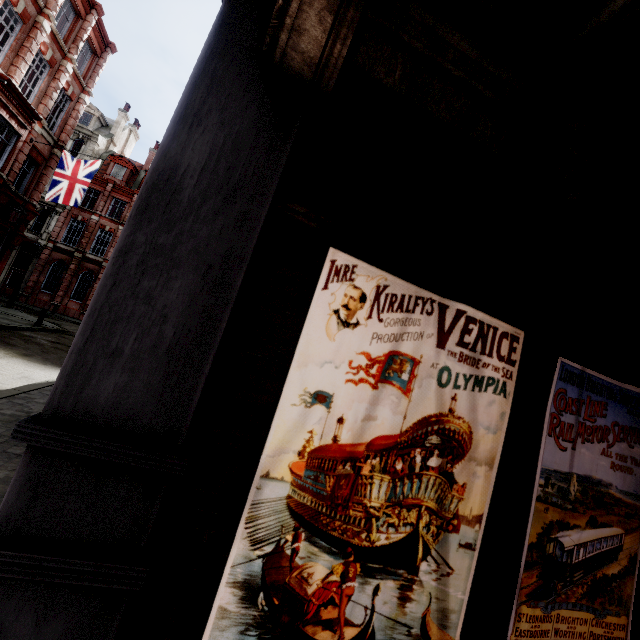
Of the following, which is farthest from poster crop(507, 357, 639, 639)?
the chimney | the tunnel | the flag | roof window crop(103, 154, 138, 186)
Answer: the chimney

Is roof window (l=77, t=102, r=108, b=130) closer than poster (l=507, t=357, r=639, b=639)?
No

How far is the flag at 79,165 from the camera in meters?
17.1

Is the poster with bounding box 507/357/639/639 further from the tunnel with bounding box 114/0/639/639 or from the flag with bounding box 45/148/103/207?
the flag with bounding box 45/148/103/207

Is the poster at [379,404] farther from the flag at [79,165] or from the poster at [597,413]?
the flag at [79,165]

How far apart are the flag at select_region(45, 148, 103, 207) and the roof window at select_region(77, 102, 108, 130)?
20.99m

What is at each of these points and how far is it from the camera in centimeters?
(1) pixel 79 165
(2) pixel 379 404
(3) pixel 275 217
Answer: (1) flag, 1762cm
(2) poster, 156cm
(3) tunnel, 147cm

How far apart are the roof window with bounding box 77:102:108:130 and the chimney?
0.74m
